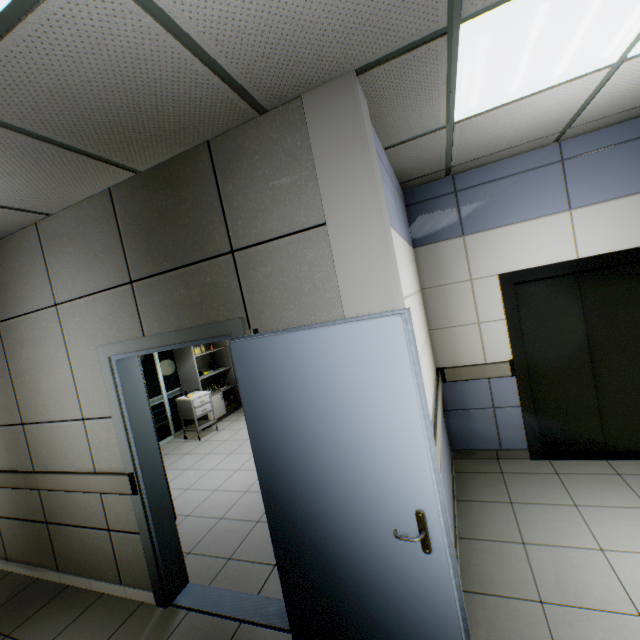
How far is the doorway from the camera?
6.48m

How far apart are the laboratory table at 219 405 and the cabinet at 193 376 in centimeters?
2cm

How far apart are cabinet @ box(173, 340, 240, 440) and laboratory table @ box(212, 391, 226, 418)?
0.0m

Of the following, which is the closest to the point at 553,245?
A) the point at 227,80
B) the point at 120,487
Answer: the point at 227,80

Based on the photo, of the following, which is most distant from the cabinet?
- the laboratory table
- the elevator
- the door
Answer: the elevator

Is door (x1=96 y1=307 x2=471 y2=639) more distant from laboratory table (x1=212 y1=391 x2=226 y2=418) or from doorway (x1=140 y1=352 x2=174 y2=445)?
laboratory table (x1=212 y1=391 x2=226 y2=418)

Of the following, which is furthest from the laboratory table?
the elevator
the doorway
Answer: the elevator

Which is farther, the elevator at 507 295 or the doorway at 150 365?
the doorway at 150 365
